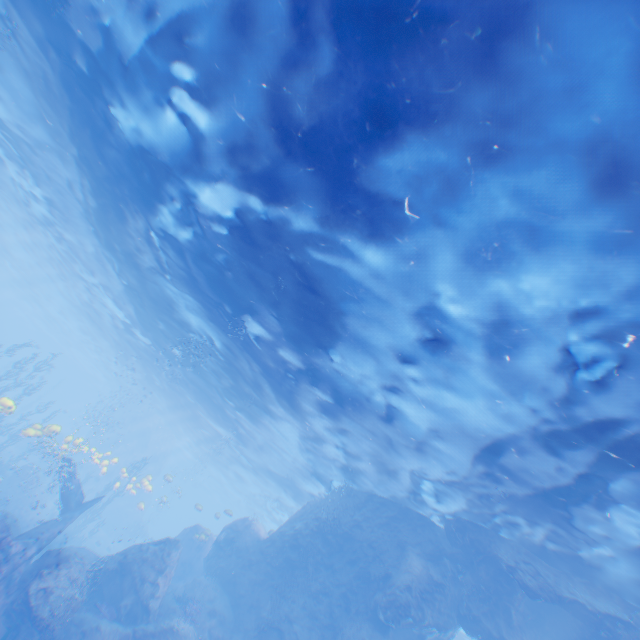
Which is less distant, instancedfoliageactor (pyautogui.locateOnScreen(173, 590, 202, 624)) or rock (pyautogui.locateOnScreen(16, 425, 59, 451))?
instancedfoliageactor (pyautogui.locateOnScreen(173, 590, 202, 624))

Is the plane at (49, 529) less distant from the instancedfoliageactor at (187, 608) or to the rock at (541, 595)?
the rock at (541, 595)

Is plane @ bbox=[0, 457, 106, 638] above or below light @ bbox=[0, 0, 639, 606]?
below

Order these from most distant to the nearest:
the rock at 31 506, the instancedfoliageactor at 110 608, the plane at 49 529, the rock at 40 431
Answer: the rock at 31 506, the rock at 40 431, the instancedfoliageactor at 110 608, the plane at 49 529

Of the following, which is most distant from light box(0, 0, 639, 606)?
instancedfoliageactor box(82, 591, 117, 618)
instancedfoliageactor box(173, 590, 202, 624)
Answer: instancedfoliageactor box(82, 591, 117, 618)

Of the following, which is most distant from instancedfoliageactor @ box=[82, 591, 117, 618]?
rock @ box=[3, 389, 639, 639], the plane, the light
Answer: the light

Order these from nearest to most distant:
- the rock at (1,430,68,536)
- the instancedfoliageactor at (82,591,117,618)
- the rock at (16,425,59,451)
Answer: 1. the instancedfoliageactor at (82,591,117,618)
2. the rock at (16,425,59,451)
3. the rock at (1,430,68,536)

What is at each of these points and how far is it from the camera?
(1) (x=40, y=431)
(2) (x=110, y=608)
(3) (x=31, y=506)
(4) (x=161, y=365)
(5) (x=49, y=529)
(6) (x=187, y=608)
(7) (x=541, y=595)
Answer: (1) rock, 17.1 meters
(2) instancedfoliageactor, 13.3 meters
(3) rock, 23.1 meters
(4) light, 28.4 meters
(5) plane, 13.3 meters
(6) instancedfoliageactor, 15.5 meters
(7) rock, 11.5 meters
